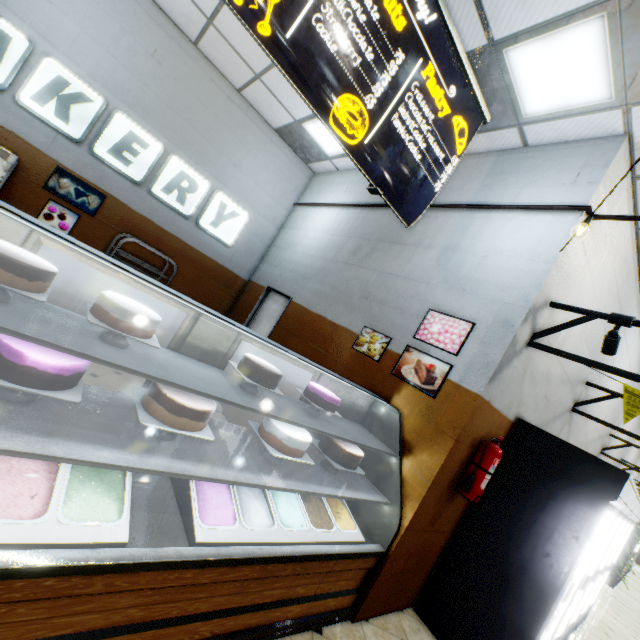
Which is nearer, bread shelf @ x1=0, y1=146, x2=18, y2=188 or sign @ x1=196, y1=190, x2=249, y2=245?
bread shelf @ x1=0, y1=146, x2=18, y2=188

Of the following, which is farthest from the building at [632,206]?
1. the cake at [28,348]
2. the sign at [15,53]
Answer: the cake at [28,348]

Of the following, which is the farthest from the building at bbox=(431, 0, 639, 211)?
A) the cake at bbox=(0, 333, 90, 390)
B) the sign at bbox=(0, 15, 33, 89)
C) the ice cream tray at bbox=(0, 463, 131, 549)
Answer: the cake at bbox=(0, 333, 90, 390)

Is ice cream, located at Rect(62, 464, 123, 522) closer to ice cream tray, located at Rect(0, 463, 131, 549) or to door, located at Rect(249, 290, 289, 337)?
ice cream tray, located at Rect(0, 463, 131, 549)

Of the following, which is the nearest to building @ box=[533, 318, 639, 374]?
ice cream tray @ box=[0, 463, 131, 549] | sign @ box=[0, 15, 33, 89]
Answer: sign @ box=[0, 15, 33, 89]

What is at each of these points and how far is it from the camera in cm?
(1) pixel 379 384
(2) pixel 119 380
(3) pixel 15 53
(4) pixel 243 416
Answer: (1) building, 357
(2) building, 444
(3) sign, 424
(4) building, 498

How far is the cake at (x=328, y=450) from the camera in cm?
265

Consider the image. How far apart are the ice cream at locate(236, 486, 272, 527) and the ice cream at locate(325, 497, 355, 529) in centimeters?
6cm
